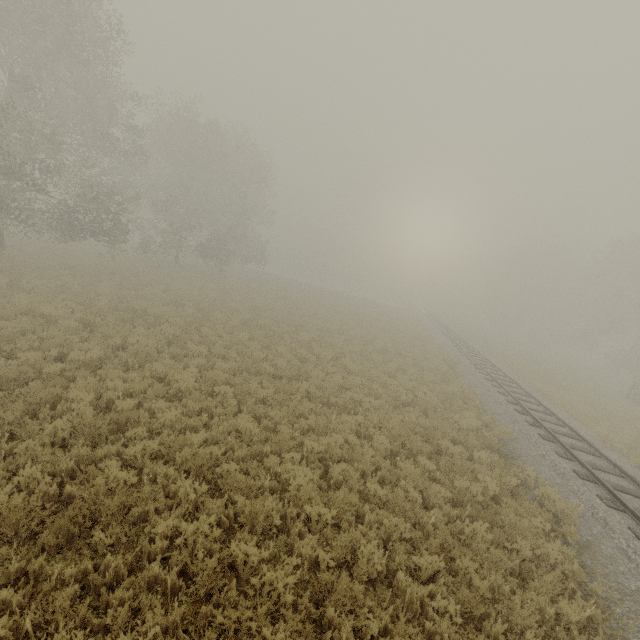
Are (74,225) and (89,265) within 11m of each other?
yes
